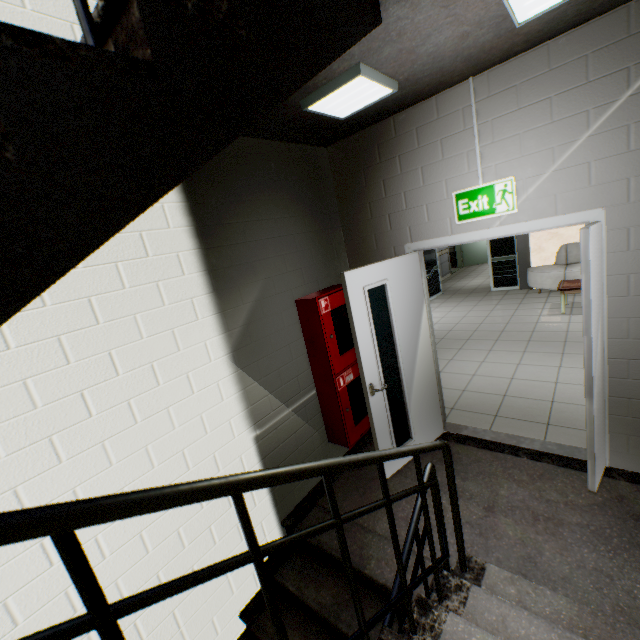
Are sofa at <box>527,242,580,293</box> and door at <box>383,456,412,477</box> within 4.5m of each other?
no

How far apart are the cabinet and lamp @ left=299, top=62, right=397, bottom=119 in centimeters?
143cm

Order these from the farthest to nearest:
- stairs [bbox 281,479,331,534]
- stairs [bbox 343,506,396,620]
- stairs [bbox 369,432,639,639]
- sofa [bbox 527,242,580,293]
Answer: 1. sofa [bbox 527,242,580,293]
2. stairs [bbox 281,479,331,534]
3. stairs [bbox 343,506,396,620]
4. stairs [bbox 369,432,639,639]

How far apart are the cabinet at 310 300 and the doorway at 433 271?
6.88m

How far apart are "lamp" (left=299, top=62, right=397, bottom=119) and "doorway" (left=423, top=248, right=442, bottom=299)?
7.3 meters

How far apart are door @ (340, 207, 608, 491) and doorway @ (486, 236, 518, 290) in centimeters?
634cm

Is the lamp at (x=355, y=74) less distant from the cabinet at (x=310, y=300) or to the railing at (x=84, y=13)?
the railing at (x=84, y=13)

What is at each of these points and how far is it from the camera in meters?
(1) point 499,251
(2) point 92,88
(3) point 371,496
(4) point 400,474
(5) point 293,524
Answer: (1) doorway, 9.0
(2) stairs, 0.6
(3) stairs, 3.0
(4) stairs, 3.2
(5) stairs, 2.9
